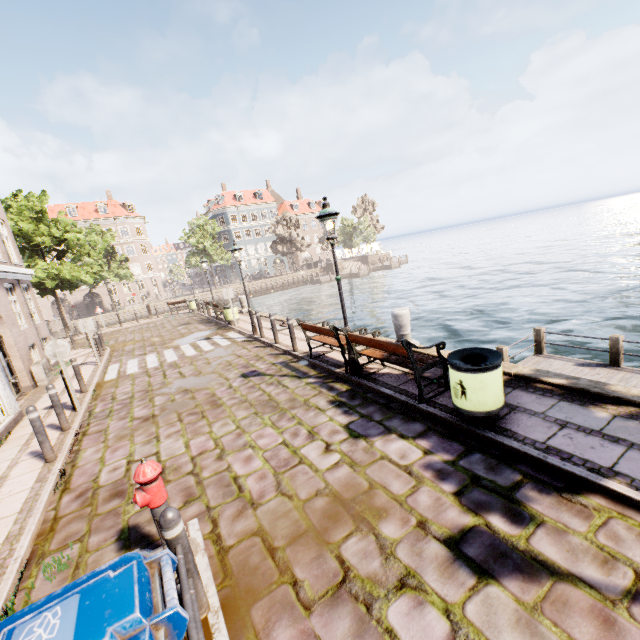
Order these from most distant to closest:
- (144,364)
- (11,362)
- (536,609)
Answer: (144,364) < (11,362) < (536,609)

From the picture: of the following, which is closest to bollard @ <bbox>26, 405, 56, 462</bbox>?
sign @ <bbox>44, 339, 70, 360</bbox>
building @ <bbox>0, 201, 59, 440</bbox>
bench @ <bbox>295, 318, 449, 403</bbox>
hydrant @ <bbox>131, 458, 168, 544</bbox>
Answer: building @ <bbox>0, 201, 59, 440</bbox>

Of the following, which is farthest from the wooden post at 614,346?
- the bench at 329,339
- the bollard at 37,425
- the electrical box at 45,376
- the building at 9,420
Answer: the electrical box at 45,376

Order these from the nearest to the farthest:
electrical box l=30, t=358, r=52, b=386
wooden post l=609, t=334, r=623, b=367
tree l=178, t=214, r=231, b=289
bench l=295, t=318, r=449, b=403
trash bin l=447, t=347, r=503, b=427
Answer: trash bin l=447, t=347, r=503, b=427, bench l=295, t=318, r=449, b=403, wooden post l=609, t=334, r=623, b=367, electrical box l=30, t=358, r=52, b=386, tree l=178, t=214, r=231, b=289

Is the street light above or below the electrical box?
above

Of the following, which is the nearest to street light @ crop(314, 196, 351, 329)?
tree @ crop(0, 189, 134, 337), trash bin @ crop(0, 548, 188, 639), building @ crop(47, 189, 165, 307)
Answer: trash bin @ crop(0, 548, 188, 639)

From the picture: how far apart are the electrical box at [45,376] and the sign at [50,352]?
4.87m

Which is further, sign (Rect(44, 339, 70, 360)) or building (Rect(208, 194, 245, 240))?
building (Rect(208, 194, 245, 240))
